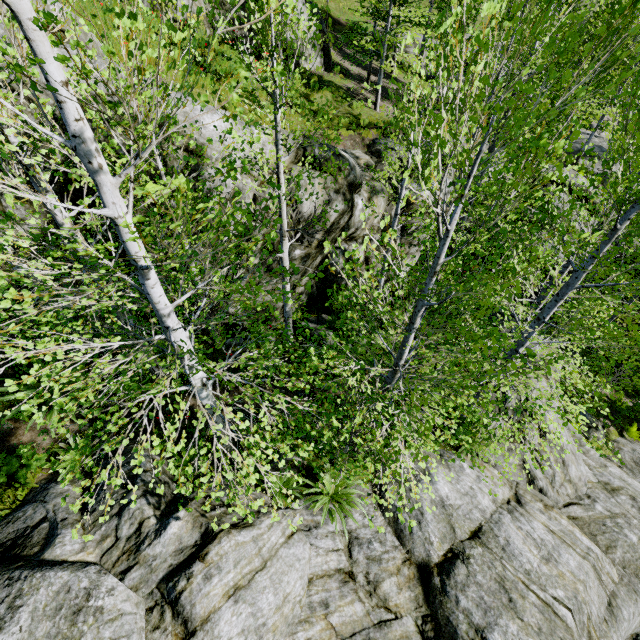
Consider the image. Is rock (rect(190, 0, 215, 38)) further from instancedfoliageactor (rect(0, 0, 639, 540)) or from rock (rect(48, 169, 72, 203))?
instancedfoliageactor (rect(0, 0, 639, 540))

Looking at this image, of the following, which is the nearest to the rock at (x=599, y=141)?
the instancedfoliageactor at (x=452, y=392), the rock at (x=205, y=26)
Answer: the instancedfoliageactor at (x=452, y=392)

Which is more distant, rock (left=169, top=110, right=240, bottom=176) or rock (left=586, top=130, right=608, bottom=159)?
rock (left=586, top=130, right=608, bottom=159)

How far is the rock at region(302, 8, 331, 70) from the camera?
15.66m

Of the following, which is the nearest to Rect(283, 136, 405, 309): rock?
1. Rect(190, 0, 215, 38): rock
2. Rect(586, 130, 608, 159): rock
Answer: Rect(190, 0, 215, 38): rock

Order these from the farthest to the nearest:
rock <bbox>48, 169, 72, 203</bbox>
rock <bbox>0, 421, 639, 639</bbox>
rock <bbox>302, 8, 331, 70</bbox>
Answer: rock <bbox>302, 8, 331, 70</bbox>, rock <bbox>48, 169, 72, 203</bbox>, rock <bbox>0, 421, 639, 639</bbox>

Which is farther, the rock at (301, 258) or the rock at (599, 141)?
the rock at (599, 141)

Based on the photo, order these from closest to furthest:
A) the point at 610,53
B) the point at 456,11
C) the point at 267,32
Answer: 1. the point at 456,11
2. the point at 267,32
3. the point at 610,53
